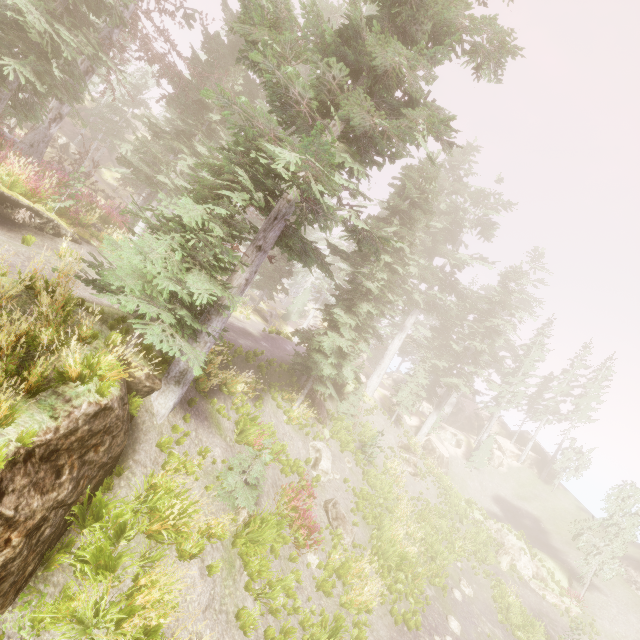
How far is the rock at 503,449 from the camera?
37.9m

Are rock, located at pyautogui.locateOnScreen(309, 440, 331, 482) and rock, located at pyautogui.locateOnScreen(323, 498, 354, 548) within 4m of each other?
yes

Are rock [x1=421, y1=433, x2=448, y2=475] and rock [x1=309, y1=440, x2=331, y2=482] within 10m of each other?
no

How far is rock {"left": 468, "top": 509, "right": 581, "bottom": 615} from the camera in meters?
22.0 m

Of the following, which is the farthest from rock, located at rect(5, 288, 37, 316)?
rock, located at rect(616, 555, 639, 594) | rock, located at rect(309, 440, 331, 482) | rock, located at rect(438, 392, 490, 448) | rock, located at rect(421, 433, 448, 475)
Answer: rock, located at rect(438, 392, 490, 448)

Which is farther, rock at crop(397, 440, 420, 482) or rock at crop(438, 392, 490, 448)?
rock at crop(438, 392, 490, 448)

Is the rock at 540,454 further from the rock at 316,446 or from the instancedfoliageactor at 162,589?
the rock at 316,446

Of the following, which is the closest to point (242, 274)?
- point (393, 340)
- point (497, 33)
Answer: point (497, 33)
